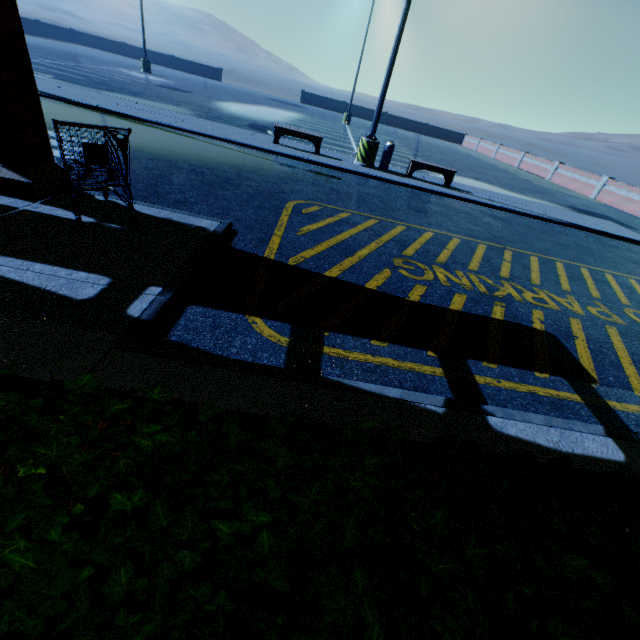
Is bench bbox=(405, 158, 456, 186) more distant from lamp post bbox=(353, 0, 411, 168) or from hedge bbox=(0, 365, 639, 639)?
hedge bbox=(0, 365, 639, 639)

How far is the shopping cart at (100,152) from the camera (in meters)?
3.48

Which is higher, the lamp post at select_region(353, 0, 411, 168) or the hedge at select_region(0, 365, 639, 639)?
the hedge at select_region(0, 365, 639, 639)

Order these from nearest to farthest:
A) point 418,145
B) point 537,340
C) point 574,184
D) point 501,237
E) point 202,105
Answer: point 537,340
point 501,237
point 202,105
point 574,184
point 418,145

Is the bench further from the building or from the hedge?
the hedge

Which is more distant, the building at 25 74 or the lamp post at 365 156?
the lamp post at 365 156

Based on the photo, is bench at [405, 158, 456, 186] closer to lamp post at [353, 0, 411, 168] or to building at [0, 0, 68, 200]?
lamp post at [353, 0, 411, 168]

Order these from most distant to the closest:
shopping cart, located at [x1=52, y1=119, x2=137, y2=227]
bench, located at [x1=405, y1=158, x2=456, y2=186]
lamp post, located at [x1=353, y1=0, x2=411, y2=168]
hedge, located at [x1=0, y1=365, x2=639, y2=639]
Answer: bench, located at [x1=405, y1=158, x2=456, y2=186]
lamp post, located at [x1=353, y1=0, x2=411, y2=168]
shopping cart, located at [x1=52, y1=119, x2=137, y2=227]
hedge, located at [x1=0, y1=365, x2=639, y2=639]
